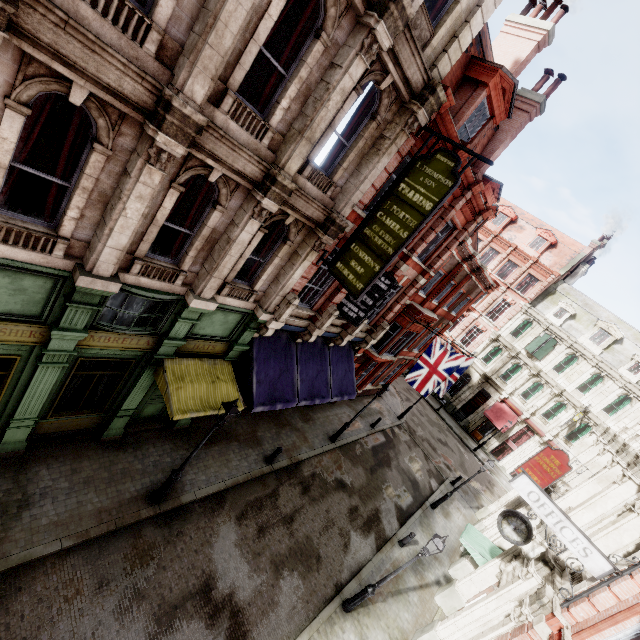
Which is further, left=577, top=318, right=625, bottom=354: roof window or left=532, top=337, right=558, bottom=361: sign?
left=532, top=337, right=558, bottom=361: sign

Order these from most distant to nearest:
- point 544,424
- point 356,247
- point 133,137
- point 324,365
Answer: point 544,424 → point 324,365 → point 356,247 → point 133,137

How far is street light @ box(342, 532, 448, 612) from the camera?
9.8m

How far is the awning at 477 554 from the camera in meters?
13.9 m

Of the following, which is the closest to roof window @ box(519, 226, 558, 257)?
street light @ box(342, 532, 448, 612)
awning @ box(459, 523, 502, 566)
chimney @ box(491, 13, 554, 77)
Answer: chimney @ box(491, 13, 554, 77)

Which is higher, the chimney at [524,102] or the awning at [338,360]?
the chimney at [524,102]

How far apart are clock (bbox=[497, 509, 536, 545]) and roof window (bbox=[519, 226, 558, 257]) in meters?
31.6

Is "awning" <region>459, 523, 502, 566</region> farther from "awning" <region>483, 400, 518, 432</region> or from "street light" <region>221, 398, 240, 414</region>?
"awning" <region>483, 400, 518, 432</region>
